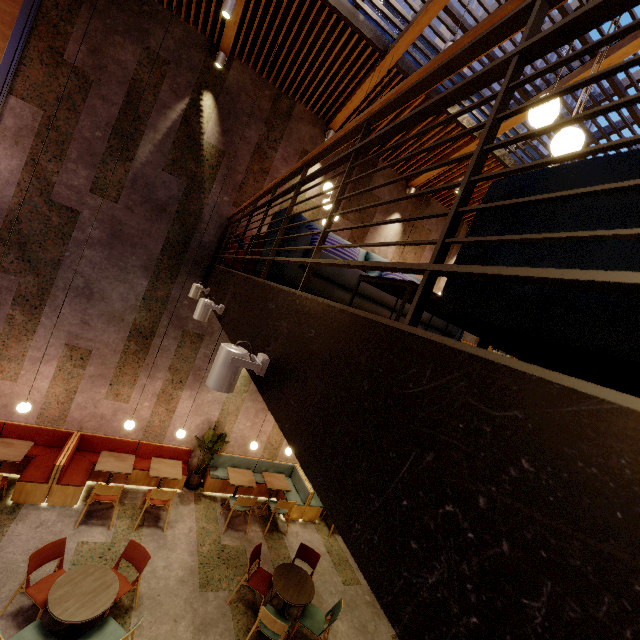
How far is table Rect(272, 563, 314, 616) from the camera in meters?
5.1 m

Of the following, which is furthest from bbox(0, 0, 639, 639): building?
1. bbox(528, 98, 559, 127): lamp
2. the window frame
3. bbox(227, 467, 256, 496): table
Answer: bbox(528, 98, 559, 127): lamp

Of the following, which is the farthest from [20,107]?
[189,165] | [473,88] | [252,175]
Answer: [473,88]

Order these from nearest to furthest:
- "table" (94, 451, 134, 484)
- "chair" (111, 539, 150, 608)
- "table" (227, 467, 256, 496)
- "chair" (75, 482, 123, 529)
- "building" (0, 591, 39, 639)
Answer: "building" (0, 591, 39, 639) → "chair" (111, 539, 150, 608) → "chair" (75, 482, 123, 529) → "table" (94, 451, 134, 484) → "table" (227, 467, 256, 496)

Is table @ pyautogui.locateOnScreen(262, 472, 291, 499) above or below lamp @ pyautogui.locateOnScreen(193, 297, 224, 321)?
below

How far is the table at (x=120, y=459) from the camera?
6.19m

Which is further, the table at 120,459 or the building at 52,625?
the table at 120,459
